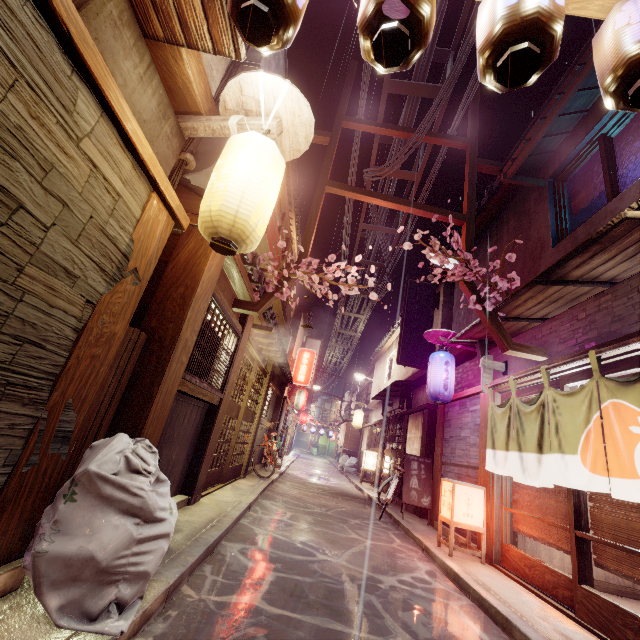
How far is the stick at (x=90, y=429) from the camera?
4.7m

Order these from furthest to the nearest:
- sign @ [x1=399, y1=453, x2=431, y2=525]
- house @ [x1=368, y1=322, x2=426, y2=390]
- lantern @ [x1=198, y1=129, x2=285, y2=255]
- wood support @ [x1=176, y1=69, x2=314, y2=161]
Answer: house @ [x1=368, y1=322, x2=426, y2=390]
sign @ [x1=399, y1=453, x2=431, y2=525]
wood support @ [x1=176, y1=69, x2=314, y2=161]
lantern @ [x1=198, y1=129, x2=285, y2=255]

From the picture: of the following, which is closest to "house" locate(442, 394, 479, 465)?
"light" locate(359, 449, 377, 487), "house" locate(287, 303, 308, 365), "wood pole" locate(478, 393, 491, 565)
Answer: "wood pole" locate(478, 393, 491, 565)

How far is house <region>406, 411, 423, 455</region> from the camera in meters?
17.9 m

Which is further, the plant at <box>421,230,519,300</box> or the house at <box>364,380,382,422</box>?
the house at <box>364,380,382,422</box>

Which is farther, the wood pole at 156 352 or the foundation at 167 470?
the foundation at 167 470

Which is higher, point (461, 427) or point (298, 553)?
point (461, 427)

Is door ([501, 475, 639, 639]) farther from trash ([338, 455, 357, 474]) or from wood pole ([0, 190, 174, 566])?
trash ([338, 455, 357, 474])
